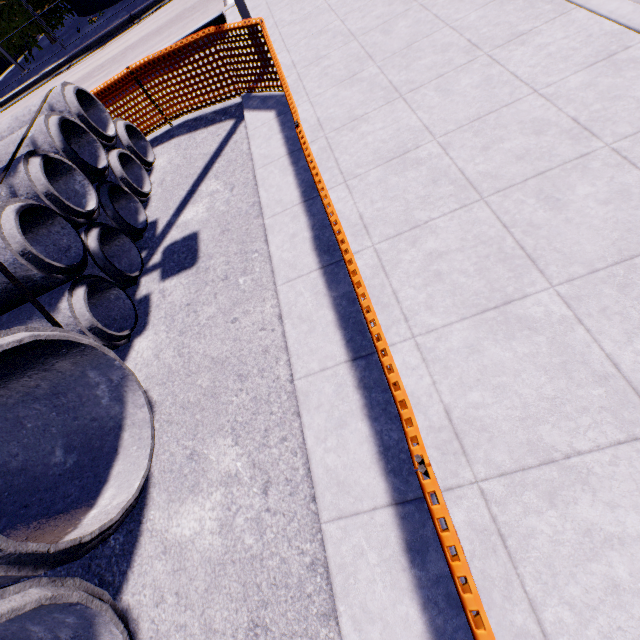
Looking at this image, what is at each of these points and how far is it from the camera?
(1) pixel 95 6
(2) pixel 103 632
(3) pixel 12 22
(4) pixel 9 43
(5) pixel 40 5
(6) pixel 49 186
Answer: (1) silo, 19.4 meters
(2) concrete pipe stack, 2.6 meters
(3) tree, 17.7 meters
(4) tree, 18.3 meters
(5) tree, 18.2 meters
(6) concrete pipe stack, 4.2 meters

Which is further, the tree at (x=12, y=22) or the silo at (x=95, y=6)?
the silo at (x=95, y=6)

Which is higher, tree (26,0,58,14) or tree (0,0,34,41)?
tree (0,0,34,41)

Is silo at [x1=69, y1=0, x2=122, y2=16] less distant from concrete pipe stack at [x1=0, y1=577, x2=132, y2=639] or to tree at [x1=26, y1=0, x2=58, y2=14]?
tree at [x1=26, y1=0, x2=58, y2=14]

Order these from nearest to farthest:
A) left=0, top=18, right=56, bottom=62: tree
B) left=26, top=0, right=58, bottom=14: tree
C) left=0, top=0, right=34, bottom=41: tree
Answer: left=26, top=0, right=58, bottom=14: tree, left=0, top=0, right=34, bottom=41: tree, left=0, top=18, right=56, bottom=62: tree

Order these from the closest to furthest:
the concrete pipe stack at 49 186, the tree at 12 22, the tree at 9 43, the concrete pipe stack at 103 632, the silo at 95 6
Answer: the concrete pipe stack at 103 632
the concrete pipe stack at 49 186
the tree at 12 22
the tree at 9 43
the silo at 95 6
